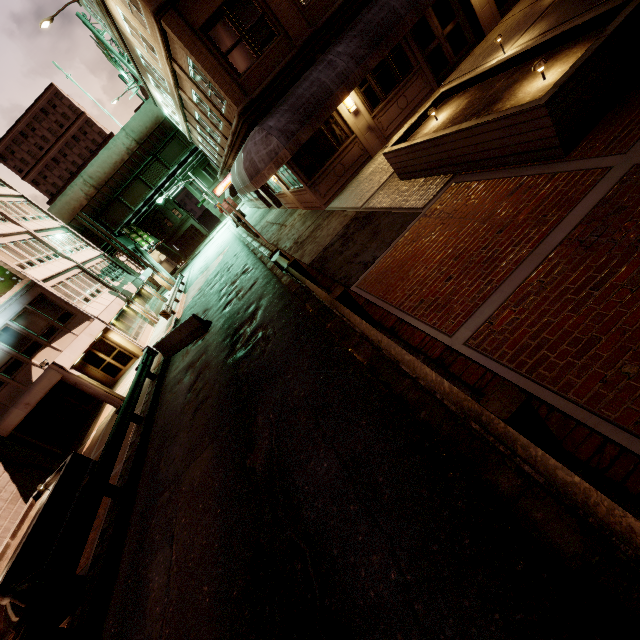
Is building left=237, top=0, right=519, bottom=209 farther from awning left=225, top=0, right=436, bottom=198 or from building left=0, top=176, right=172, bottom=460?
building left=0, top=176, right=172, bottom=460

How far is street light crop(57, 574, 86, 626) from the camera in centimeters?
665cm

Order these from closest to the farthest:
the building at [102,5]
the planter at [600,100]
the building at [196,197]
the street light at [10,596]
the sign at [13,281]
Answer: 1. the planter at [600,100]
2. the street light at [10,596]
3. the building at [102,5]
4. the sign at [13,281]
5. the building at [196,197]

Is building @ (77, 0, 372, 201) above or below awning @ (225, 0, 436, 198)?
above

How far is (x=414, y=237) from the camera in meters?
7.0 m

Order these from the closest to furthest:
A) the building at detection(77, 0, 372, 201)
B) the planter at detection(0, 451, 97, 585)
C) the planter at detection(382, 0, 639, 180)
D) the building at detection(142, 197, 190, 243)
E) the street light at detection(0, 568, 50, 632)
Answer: the planter at detection(382, 0, 639, 180) < the street light at detection(0, 568, 50, 632) < the planter at detection(0, 451, 97, 585) < the building at detection(77, 0, 372, 201) < the building at detection(142, 197, 190, 243)

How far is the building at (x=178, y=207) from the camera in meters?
57.9

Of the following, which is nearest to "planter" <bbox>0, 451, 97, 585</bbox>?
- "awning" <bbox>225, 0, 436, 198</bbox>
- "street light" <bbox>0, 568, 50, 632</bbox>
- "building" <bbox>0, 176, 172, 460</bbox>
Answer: "street light" <bbox>0, 568, 50, 632</bbox>
